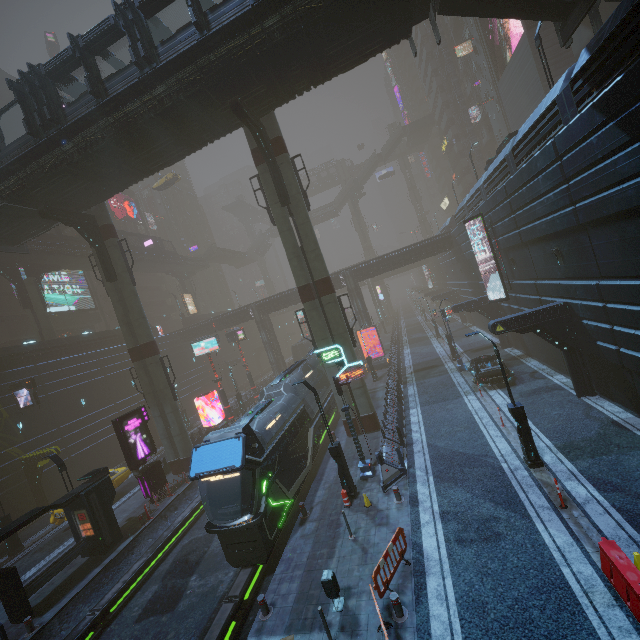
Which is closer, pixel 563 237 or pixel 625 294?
pixel 625 294

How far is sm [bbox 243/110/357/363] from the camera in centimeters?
1961cm

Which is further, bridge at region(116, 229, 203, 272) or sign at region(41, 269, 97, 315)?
bridge at region(116, 229, 203, 272)

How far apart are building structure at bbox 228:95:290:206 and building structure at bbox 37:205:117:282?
13.3m

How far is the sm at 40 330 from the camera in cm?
3319

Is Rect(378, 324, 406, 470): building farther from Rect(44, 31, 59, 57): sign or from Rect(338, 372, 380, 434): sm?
Rect(44, 31, 59, 57): sign

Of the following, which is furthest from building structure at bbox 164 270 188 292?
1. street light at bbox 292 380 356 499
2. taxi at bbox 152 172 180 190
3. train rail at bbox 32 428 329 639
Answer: street light at bbox 292 380 356 499

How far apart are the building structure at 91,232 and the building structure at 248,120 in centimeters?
1334cm
